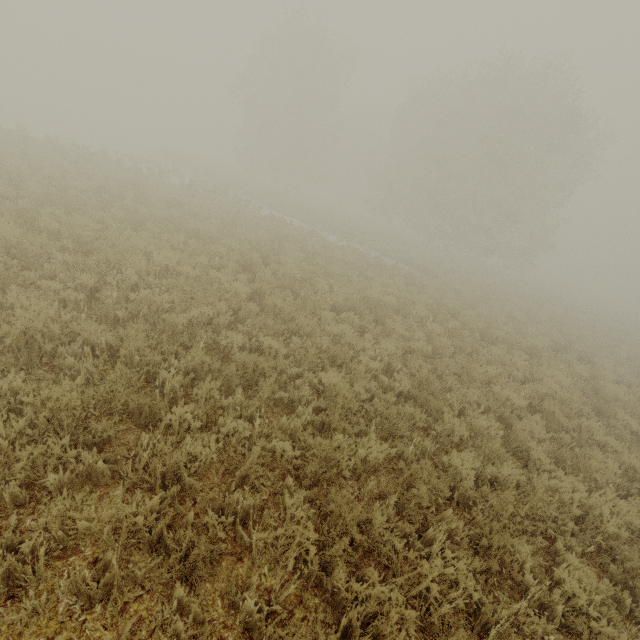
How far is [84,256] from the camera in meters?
7.7
